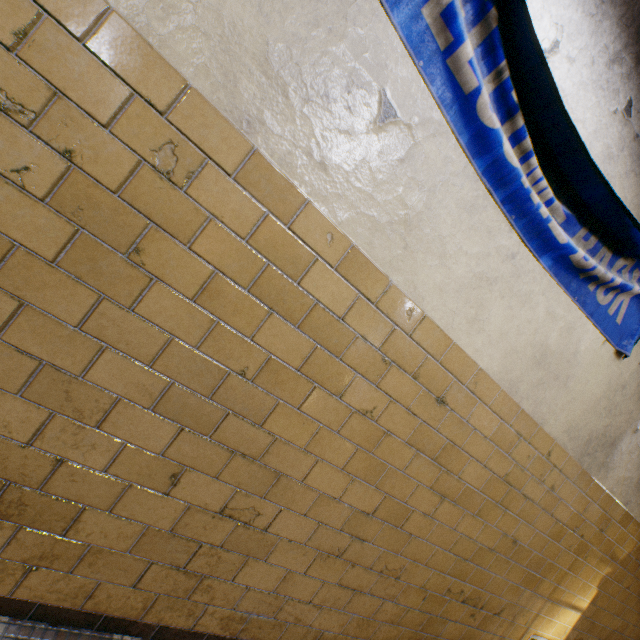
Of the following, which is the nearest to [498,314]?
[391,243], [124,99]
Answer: [391,243]
